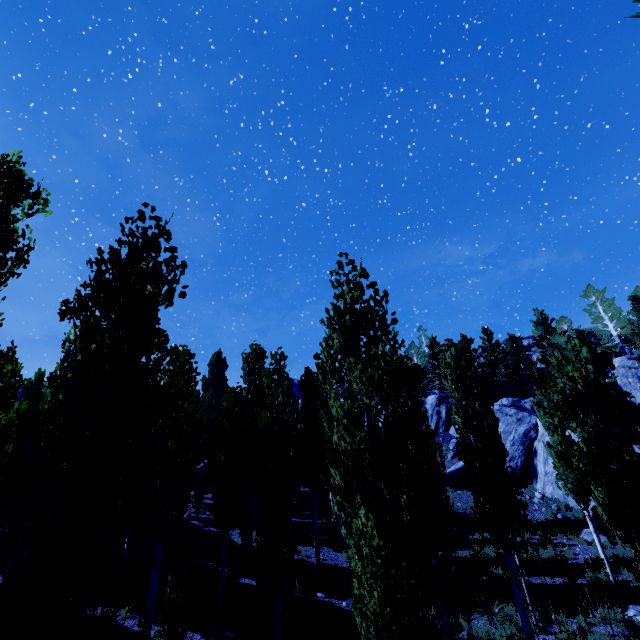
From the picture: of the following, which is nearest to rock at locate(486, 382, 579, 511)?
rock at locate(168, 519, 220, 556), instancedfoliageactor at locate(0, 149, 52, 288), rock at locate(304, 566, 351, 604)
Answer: instancedfoliageactor at locate(0, 149, 52, 288)

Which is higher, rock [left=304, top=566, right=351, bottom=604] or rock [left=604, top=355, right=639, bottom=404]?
rock [left=604, top=355, right=639, bottom=404]

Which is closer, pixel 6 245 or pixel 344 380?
pixel 344 380

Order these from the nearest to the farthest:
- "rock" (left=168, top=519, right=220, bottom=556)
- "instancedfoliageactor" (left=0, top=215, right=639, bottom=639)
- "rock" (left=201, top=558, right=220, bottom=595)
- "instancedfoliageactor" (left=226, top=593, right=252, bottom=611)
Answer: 1. "instancedfoliageactor" (left=0, top=215, right=639, bottom=639)
2. "instancedfoliageactor" (left=226, top=593, right=252, bottom=611)
3. "rock" (left=201, top=558, right=220, bottom=595)
4. "rock" (left=168, top=519, right=220, bottom=556)

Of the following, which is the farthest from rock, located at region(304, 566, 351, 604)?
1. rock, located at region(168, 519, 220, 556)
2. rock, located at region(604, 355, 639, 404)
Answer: rock, located at region(604, 355, 639, 404)

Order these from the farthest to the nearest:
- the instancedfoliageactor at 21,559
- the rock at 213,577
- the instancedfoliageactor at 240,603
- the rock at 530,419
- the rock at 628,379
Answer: the rock at 628,379 → the rock at 530,419 → the rock at 213,577 → the instancedfoliageactor at 240,603 → the instancedfoliageactor at 21,559

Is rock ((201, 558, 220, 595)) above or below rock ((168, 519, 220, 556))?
below

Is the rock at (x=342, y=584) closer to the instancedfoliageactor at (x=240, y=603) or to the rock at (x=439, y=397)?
the instancedfoliageactor at (x=240, y=603)
